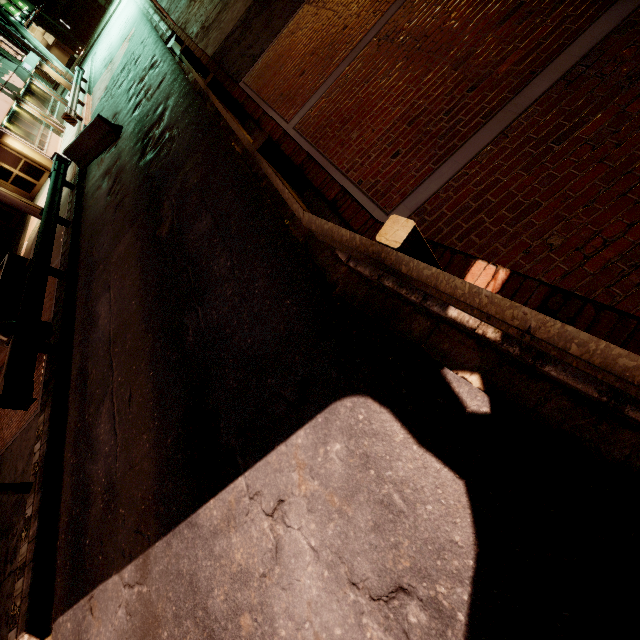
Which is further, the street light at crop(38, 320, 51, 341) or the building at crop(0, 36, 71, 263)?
the building at crop(0, 36, 71, 263)

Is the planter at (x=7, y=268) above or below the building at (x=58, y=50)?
below

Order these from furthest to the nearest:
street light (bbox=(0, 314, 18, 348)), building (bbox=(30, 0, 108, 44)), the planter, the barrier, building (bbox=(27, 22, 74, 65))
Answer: building (bbox=(27, 22, 74, 65)) < building (bbox=(30, 0, 108, 44)) < the barrier < the planter < street light (bbox=(0, 314, 18, 348))

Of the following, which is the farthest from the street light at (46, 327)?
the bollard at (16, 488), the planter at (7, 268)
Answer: the bollard at (16, 488)

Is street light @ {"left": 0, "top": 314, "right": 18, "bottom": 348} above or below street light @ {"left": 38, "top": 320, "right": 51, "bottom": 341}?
above

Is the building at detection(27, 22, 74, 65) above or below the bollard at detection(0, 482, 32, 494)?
above

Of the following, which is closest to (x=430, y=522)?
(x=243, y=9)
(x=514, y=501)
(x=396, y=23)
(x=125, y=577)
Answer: (x=514, y=501)

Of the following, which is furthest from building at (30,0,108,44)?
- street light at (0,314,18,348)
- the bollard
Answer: the bollard
